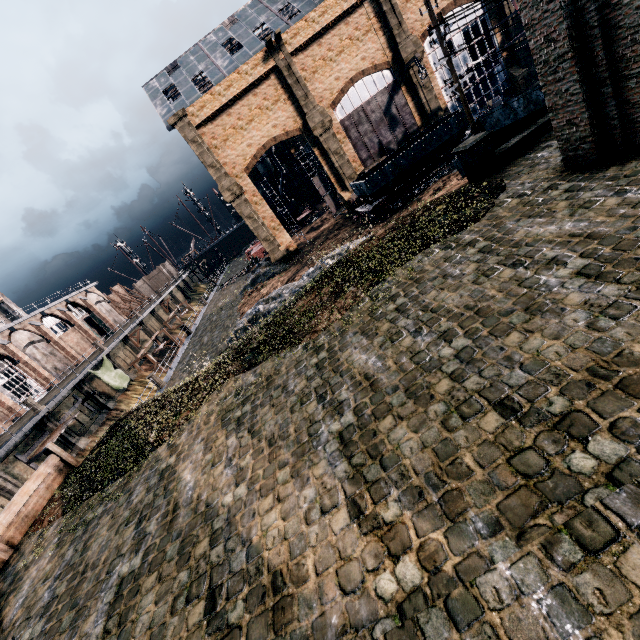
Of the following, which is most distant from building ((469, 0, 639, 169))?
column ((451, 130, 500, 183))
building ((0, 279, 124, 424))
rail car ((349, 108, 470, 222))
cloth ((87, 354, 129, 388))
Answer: building ((0, 279, 124, 424))

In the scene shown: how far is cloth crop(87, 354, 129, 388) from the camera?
34.9 meters

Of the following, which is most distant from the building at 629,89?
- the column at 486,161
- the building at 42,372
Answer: the building at 42,372

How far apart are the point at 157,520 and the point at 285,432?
4.17m

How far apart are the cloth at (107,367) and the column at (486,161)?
38.2m

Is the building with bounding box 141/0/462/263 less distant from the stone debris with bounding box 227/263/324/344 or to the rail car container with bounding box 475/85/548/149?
the rail car container with bounding box 475/85/548/149

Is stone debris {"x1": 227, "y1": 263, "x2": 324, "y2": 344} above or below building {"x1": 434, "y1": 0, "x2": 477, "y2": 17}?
below

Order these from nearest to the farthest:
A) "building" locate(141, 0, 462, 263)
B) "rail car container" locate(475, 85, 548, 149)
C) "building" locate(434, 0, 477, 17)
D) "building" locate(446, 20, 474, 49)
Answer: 1. "rail car container" locate(475, 85, 548, 149)
2. "building" locate(141, 0, 462, 263)
3. "building" locate(434, 0, 477, 17)
4. "building" locate(446, 20, 474, 49)
